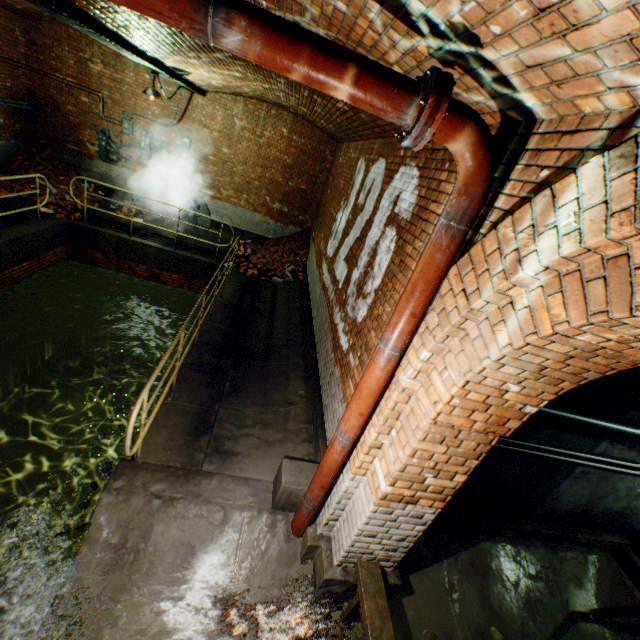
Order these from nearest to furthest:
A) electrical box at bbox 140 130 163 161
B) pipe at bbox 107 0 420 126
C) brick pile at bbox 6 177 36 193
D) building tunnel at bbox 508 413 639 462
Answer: pipe at bbox 107 0 420 126, building tunnel at bbox 508 413 639 462, brick pile at bbox 6 177 36 193, electrical box at bbox 140 130 163 161

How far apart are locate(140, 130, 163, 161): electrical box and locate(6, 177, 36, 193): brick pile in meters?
2.1 m

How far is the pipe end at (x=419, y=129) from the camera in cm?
164

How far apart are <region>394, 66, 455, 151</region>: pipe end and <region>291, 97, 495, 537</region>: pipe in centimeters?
1cm

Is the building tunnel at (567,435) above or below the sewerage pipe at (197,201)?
above

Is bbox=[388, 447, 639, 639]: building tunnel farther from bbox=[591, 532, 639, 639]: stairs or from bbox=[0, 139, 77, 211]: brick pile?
bbox=[0, 139, 77, 211]: brick pile

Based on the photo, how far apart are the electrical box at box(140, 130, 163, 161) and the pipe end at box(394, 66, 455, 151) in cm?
1089

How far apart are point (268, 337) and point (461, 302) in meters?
5.3 m
